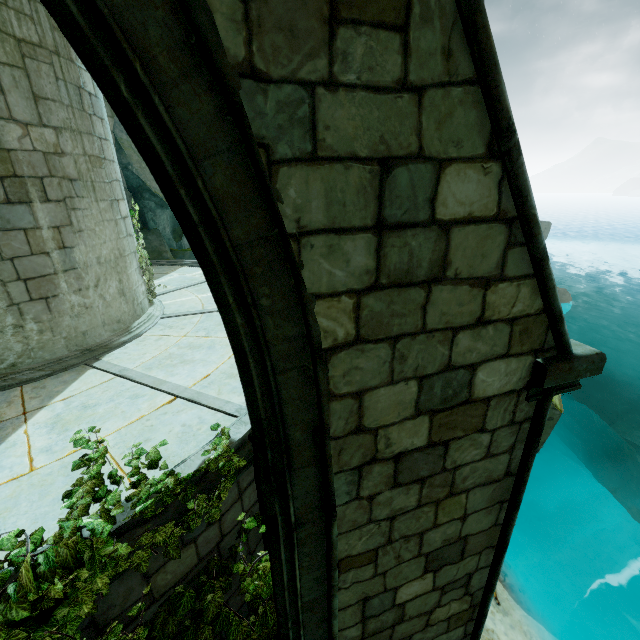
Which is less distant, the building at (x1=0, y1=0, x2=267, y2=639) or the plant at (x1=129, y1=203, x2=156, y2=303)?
the building at (x1=0, y1=0, x2=267, y2=639)

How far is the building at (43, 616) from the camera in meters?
2.4

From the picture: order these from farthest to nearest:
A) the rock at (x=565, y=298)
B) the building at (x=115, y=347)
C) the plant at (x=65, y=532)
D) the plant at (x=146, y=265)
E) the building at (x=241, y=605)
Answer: the rock at (x=565, y=298)
the plant at (x=146, y=265)
the building at (x=241, y=605)
the building at (x=115, y=347)
the plant at (x=65, y=532)

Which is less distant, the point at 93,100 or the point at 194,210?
the point at 194,210

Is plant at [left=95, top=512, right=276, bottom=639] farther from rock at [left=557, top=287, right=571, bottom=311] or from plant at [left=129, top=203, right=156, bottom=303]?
rock at [left=557, top=287, right=571, bottom=311]

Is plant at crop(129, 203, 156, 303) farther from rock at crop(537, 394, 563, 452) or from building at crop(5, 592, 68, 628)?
rock at crop(537, 394, 563, 452)

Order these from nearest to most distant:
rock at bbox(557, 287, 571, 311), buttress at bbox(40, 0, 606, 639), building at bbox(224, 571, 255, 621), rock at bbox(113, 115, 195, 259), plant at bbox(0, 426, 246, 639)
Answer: buttress at bbox(40, 0, 606, 639) < plant at bbox(0, 426, 246, 639) < building at bbox(224, 571, 255, 621) < rock at bbox(113, 115, 195, 259) < rock at bbox(557, 287, 571, 311)

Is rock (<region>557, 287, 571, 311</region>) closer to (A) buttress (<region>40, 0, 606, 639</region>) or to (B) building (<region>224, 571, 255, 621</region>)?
(B) building (<region>224, 571, 255, 621</region>)
